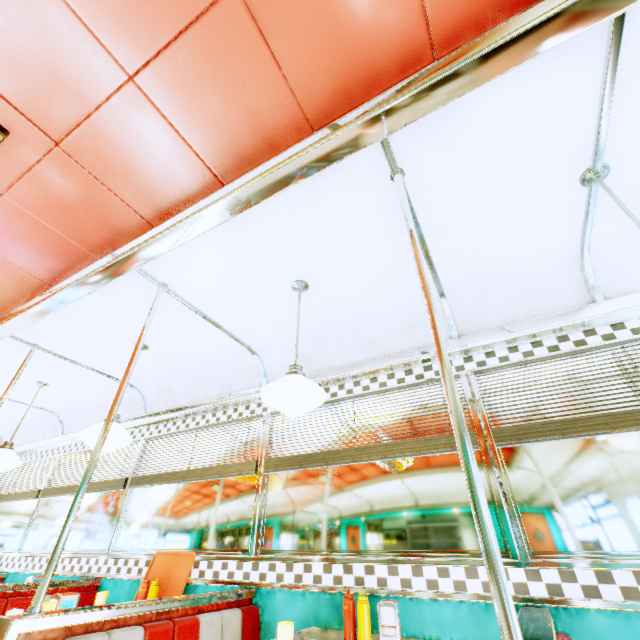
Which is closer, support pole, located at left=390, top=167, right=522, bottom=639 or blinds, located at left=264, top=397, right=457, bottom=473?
support pole, located at left=390, top=167, right=522, bottom=639

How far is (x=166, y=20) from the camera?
1.4m

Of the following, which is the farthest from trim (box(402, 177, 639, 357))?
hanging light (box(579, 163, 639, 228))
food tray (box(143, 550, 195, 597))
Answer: food tray (box(143, 550, 195, 597))

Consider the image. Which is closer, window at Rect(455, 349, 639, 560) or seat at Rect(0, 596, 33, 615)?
window at Rect(455, 349, 639, 560)

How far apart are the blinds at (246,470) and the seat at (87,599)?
0.9m

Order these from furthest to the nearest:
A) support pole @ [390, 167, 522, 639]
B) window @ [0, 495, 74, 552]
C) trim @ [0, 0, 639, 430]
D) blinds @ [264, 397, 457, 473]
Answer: window @ [0, 495, 74, 552]
blinds @ [264, 397, 457, 473]
trim @ [0, 0, 639, 430]
support pole @ [390, 167, 522, 639]

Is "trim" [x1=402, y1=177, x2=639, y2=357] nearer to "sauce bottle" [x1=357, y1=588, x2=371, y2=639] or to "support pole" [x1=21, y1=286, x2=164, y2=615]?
"support pole" [x1=21, y1=286, x2=164, y2=615]

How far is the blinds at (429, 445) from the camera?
2.43m
